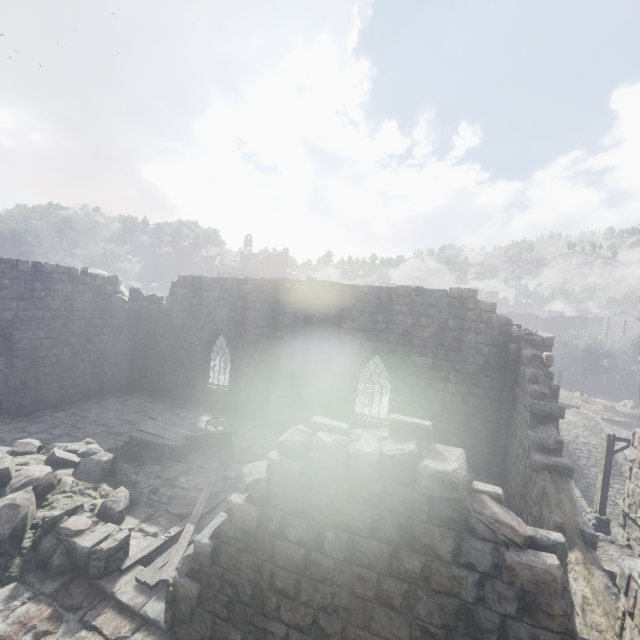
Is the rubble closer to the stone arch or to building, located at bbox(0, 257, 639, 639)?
building, located at bbox(0, 257, 639, 639)

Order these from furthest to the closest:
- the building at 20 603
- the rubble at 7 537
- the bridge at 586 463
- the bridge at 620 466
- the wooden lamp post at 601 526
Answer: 1. the bridge at 586 463
2. the bridge at 620 466
3. the wooden lamp post at 601 526
4. the rubble at 7 537
5. the building at 20 603

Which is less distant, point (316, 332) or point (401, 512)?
point (401, 512)

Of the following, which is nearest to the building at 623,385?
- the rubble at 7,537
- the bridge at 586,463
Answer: the rubble at 7,537

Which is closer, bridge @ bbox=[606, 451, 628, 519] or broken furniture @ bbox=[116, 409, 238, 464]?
broken furniture @ bbox=[116, 409, 238, 464]

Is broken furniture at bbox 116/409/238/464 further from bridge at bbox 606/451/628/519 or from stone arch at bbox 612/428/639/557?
bridge at bbox 606/451/628/519

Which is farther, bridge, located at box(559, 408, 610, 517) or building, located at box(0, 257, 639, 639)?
bridge, located at box(559, 408, 610, 517)

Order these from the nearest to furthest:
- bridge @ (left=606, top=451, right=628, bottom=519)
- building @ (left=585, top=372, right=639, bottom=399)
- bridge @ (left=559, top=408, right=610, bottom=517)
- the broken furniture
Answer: the broken furniture < bridge @ (left=606, top=451, right=628, bottom=519) < bridge @ (left=559, top=408, right=610, bottom=517) < building @ (left=585, top=372, right=639, bottom=399)
